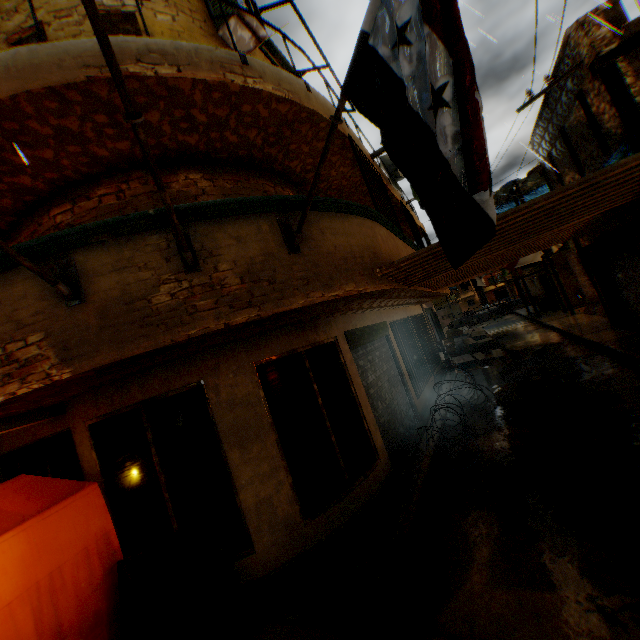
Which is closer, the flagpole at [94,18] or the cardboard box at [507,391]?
the flagpole at [94,18]

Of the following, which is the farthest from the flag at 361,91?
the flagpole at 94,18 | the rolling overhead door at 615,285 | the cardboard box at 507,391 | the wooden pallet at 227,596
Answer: the cardboard box at 507,391

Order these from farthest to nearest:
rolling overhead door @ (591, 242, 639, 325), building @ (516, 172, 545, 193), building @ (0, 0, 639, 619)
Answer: building @ (516, 172, 545, 193) → rolling overhead door @ (591, 242, 639, 325) → building @ (0, 0, 639, 619)

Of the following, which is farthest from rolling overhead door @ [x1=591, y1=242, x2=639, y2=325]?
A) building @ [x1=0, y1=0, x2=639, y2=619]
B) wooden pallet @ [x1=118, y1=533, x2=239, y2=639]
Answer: wooden pallet @ [x1=118, y1=533, x2=239, y2=639]

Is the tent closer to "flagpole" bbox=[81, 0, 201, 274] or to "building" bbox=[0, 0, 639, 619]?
"building" bbox=[0, 0, 639, 619]

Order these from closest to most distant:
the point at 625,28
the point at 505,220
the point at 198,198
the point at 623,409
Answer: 1. the point at 505,220
2. the point at 198,198
3. the point at 623,409
4. the point at 625,28

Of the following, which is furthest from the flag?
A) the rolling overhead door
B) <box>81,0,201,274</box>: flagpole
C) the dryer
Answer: the rolling overhead door

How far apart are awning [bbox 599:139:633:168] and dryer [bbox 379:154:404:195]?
2.7 meters
